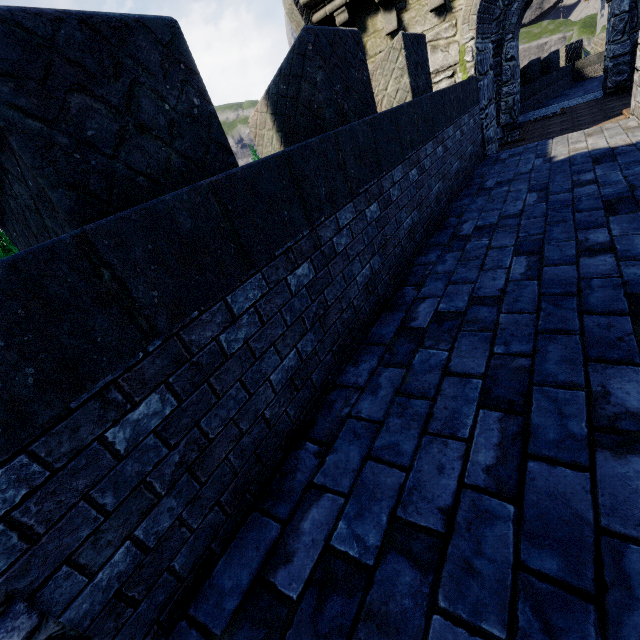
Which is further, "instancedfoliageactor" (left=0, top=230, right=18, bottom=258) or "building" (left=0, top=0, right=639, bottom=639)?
"instancedfoliageactor" (left=0, top=230, right=18, bottom=258)

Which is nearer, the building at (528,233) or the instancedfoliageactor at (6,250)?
the building at (528,233)

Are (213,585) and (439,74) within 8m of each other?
no
